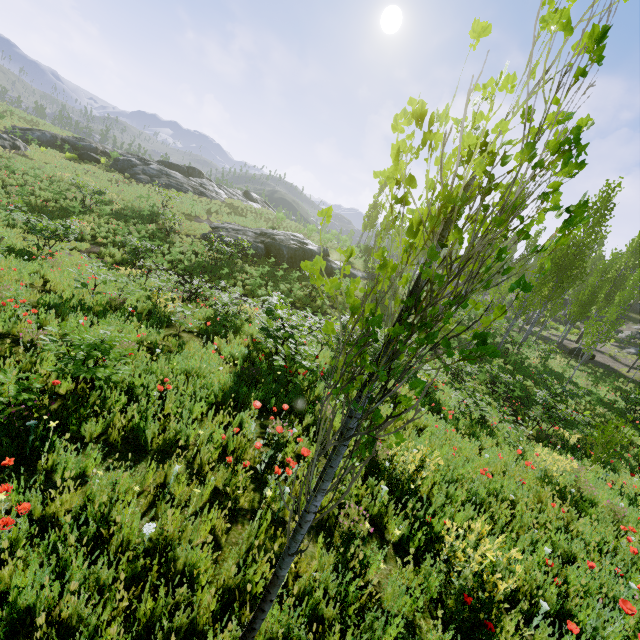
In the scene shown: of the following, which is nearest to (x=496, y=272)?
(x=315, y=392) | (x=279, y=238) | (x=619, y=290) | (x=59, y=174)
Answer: (x=315, y=392)

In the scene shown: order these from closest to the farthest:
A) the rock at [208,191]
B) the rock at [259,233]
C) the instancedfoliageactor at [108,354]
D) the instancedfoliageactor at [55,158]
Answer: the instancedfoliageactor at [108,354]
the rock at [259,233]
the instancedfoliageactor at [55,158]
the rock at [208,191]

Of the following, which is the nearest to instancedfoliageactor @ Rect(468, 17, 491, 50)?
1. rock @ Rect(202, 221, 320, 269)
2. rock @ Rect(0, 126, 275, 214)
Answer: rock @ Rect(202, 221, 320, 269)

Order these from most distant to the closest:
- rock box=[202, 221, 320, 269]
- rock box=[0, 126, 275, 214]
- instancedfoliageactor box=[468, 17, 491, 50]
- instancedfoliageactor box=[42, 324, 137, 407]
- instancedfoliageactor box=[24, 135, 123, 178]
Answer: rock box=[0, 126, 275, 214], instancedfoliageactor box=[24, 135, 123, 178], rock box=[202, 221, 320, 269], instancedfoliageactor box=[42, 324, 137, 407], instancedfoliageactor box=[468, 17, 491, 50]

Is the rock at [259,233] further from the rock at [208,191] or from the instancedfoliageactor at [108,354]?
the rock at [208,191]

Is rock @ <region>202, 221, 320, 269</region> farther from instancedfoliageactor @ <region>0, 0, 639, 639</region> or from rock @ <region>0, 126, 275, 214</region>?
rock @ <region>0, 126, 275, 214</region>

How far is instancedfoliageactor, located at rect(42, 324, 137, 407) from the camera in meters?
3.9
